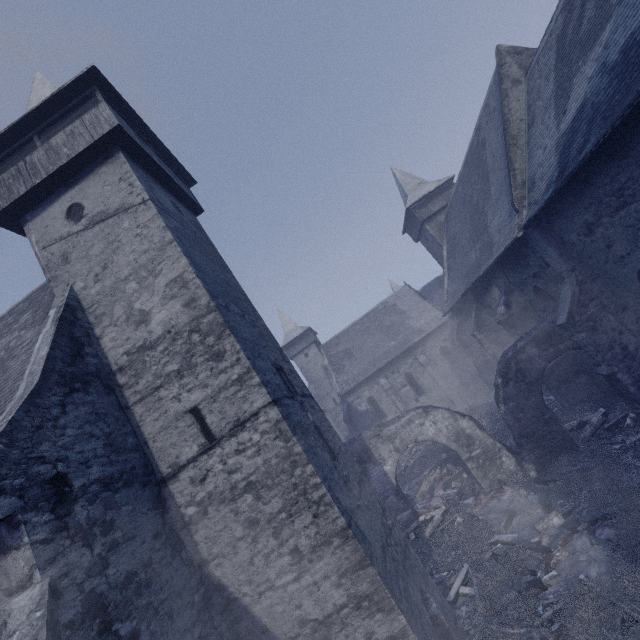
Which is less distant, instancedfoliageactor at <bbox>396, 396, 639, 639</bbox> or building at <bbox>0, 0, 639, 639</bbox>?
building at <bbox>0, 0, 639, 639</bbox>

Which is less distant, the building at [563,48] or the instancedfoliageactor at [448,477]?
the building at [563,48]

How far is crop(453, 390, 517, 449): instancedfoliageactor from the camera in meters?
15.7

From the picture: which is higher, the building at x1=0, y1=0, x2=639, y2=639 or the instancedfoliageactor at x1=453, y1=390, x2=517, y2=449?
the building at x1=0, y1=0, x2=639, y2=639

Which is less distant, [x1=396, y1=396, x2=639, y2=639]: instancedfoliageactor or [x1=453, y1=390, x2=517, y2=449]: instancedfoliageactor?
[x1=396, y1=396, x2=639, y2=639]: instancedfoliageactor

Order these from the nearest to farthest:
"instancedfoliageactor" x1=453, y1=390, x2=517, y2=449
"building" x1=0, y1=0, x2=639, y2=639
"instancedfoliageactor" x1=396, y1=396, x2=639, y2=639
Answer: "building" x1=0, y1=0, x2=639, y2=639, "instancedfoliageactor" x1=396, y1=396, x2=639, y2=639, "instancedfoliageactor" x1=453, y1=390, x2=517, y2=449

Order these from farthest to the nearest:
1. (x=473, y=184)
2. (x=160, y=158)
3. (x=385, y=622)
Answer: (x=473, y=184) < (x=160, y=158) < (x=385, y=622)

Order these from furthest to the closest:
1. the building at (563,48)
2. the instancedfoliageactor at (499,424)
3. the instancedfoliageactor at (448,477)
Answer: the instancedfoliageactor at (499,424)
the instancedfoliageactor at (448,477)
the building at (563,48)
